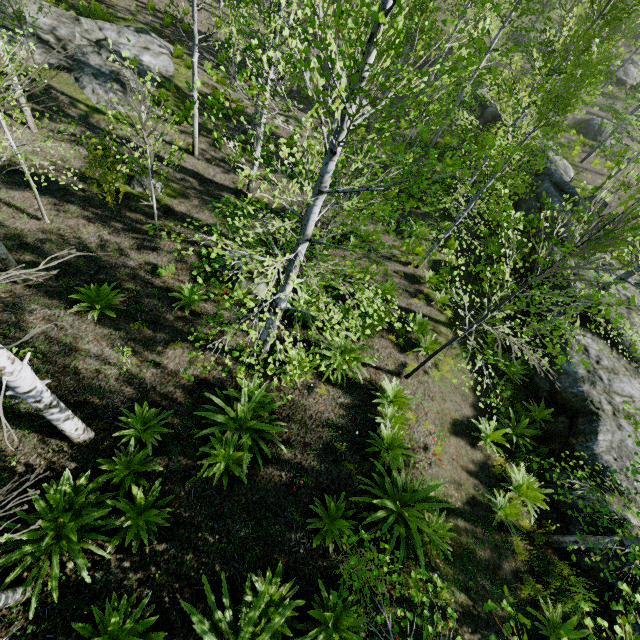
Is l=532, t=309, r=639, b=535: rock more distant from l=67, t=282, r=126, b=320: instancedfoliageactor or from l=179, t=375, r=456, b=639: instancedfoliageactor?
l=67, t=282, r=126, b=320: instancedfoliageactor

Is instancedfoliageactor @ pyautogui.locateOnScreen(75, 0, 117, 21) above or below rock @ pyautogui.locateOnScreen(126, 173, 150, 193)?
above

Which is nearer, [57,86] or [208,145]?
[57,86]

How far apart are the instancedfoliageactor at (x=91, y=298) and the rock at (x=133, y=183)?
4.7 meters

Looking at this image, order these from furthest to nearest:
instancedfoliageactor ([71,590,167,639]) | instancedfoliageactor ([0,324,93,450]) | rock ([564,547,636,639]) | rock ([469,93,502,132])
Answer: rock ([469,93,502,132])
rock ([564,547,636,639])
instancedfoliageactor ([71,590,167,639])
instancedfoliageactor ([0,324,93,450])

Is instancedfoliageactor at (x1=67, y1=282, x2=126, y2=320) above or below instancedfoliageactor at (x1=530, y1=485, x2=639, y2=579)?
below

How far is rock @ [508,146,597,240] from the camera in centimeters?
1598cm

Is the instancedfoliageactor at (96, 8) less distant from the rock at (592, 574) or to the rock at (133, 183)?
the rock at (592, 574)
